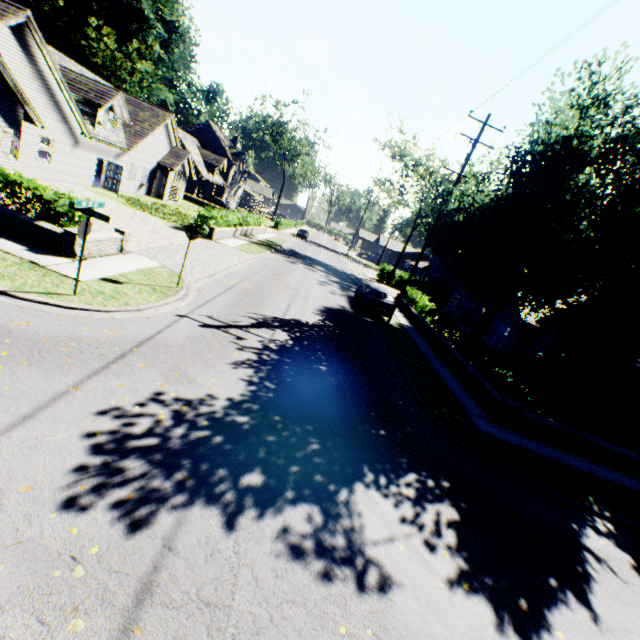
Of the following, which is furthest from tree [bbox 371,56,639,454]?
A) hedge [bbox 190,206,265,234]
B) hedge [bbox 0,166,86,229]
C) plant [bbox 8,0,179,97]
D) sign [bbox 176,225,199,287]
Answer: hedge [bbox 190,206,265,234]

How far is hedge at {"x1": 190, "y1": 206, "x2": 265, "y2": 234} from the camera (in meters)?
22.89

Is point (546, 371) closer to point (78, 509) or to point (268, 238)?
point (78, 509)

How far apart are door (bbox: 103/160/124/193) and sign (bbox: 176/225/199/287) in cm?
1942

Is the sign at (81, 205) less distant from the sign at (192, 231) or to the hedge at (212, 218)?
the sign at (192, 231)

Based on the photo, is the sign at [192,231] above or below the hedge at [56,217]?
above

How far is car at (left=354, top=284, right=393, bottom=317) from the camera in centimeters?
2027cm

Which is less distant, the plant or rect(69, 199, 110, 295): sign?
rect(69, 199, 110, 295): sign
